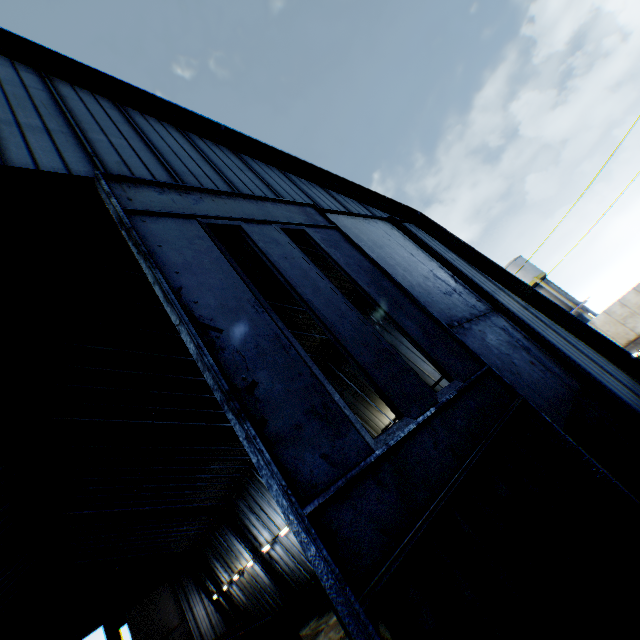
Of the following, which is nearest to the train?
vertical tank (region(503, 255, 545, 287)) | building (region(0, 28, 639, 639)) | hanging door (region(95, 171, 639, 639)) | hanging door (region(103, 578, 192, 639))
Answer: building (region(0, 28, 639, 639))

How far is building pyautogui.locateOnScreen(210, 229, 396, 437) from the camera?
12.0m

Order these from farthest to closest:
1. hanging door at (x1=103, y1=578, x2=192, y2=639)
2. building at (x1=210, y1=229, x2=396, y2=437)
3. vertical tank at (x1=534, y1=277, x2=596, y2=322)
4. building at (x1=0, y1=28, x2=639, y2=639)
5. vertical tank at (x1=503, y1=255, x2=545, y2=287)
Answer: vertical tank at (x1=503, y1=255, x2=545, y2=287)
hanging door at (x1=103, y1=578, x2=192, y2=639)
vertical tank at (x1=534, y1=277, x2=596, y2=322)
building at (x1=210, y1=229, x2=396, y2=437)
building at (x1=0, y1=28, x2=639, y2=639)

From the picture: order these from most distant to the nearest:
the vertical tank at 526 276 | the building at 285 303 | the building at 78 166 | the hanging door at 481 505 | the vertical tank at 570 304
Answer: the vertical tank at 526 276 < the vertical tank at 570 304 < the building at 285 303 < the building at 78 166 < the hanging door at 481 505

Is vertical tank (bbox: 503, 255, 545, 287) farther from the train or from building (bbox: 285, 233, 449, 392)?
the train

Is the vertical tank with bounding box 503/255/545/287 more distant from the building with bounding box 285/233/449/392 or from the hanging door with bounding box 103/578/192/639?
the hanging door with bounding box 103/578/192/639

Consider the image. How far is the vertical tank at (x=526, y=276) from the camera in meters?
33.7

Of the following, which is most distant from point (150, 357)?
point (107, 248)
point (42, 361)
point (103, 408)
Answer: point (107, 248)
